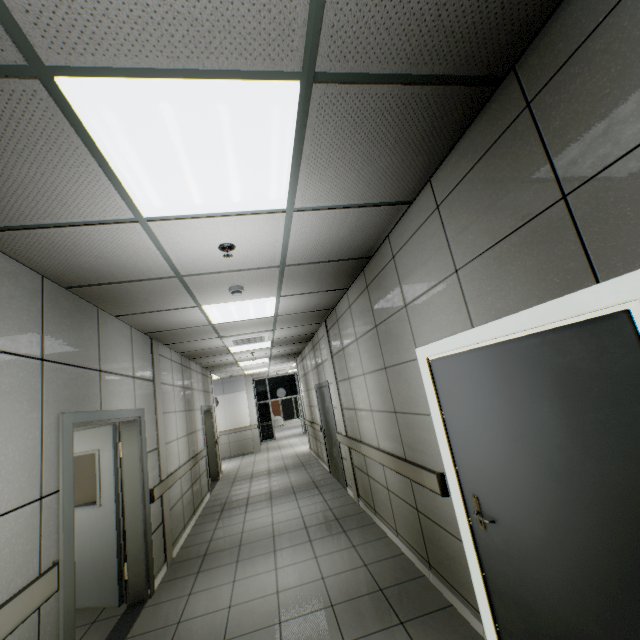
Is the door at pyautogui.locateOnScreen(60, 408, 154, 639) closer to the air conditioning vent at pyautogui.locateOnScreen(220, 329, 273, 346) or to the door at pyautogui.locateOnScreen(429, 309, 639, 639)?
the air conditioning vent at pyautogui.locateOnScreen(220, 329, 273, 346)

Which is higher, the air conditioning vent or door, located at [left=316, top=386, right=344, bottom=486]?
the air conditioning vent

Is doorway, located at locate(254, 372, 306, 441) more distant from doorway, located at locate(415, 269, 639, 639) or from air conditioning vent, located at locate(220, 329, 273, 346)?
doorway, located at locate(415, 269, 639, 639)

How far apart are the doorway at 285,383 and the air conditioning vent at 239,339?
10.87m

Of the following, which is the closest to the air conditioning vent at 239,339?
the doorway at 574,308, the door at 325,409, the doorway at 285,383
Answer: the door at 325,409

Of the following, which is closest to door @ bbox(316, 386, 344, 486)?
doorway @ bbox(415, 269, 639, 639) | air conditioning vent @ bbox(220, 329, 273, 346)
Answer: air conditioning vent @ bbox(220, 329, 273, 346)

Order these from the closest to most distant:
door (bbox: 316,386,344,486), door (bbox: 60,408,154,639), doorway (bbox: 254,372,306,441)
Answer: door (bbox: 60,408,154,639), door (bbox: 316,386,344,486), doorway (bbox: 254,372,306,441)

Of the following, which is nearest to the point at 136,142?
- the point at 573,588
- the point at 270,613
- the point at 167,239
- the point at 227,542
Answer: the point at 167,239
